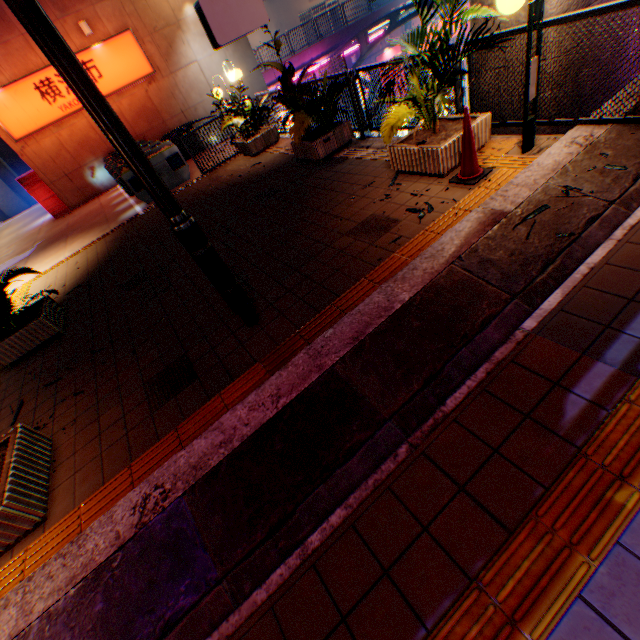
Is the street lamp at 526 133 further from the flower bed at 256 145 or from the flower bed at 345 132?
the flower bed at 256 145

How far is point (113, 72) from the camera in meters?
14.3

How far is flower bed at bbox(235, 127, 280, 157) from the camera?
9.5 meters

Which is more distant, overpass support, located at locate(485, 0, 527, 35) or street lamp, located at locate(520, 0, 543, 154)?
overpass support, located at locate(485, 0, 527, 35)

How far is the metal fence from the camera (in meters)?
6.39

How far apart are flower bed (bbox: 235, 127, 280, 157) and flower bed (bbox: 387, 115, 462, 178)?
5.8m

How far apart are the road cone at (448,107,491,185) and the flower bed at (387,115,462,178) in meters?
0.2

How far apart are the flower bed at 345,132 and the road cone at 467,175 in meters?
3.4
